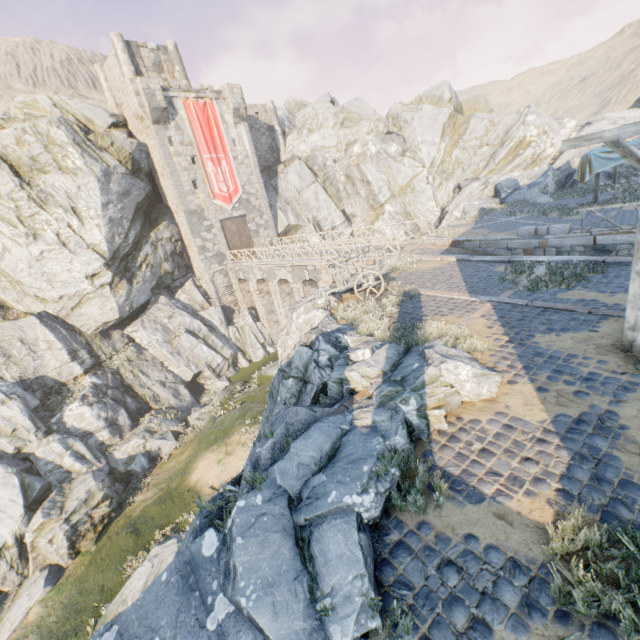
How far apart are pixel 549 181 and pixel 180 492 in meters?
33.7

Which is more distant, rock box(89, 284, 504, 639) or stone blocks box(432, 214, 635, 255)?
stone blocks box(432, 214, 635, 255)

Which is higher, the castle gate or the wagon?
the castle gate

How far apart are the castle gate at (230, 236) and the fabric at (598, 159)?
25.3 meters

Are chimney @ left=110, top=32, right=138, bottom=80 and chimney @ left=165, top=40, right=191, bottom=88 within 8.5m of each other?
yes

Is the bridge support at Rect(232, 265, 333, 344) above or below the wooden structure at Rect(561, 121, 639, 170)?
below

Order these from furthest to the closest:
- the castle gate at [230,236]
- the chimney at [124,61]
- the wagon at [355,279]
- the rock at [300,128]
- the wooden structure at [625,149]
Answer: the castle gate at [230,236], the rock at [300,128], the chimney at [124,61], the wagon at [355,279], the wooden structure at [625,149]

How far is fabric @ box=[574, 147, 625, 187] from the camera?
15.7 meters
